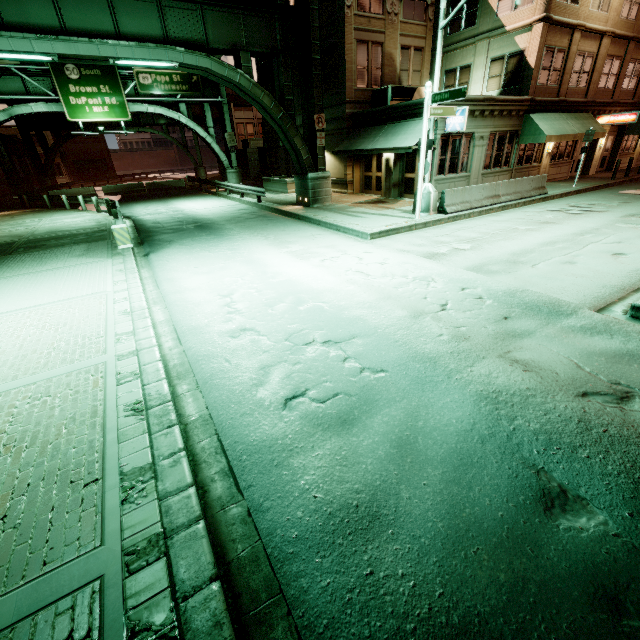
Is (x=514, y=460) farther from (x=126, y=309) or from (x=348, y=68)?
(x=348, y=68)

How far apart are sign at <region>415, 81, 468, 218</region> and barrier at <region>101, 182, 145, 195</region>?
32.8m

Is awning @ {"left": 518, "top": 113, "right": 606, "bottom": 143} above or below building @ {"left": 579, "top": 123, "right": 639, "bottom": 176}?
above

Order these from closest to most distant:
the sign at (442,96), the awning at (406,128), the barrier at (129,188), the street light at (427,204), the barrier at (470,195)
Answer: the sign at (442,96), the street light at (427,204), the barrier at (470,195), the awning at (406,128), the barrier at (129,188)

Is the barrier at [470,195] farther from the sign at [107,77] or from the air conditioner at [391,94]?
the sign at [107,77]

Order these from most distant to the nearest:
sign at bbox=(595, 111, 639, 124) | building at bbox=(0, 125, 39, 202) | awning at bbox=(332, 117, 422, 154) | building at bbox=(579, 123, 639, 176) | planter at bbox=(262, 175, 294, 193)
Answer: building at bbox=(0, 125, 39, 202), planter at bbox=(262, 175, 294, 193), building at bbox=(579, 123, 639, 176), sign at bbox=(595, 111, 639, 124), awning at bbox=(332, 117, 422, 154)

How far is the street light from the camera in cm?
1365

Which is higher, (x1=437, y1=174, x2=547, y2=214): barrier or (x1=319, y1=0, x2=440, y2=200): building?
(x1=319, y1=0, x2=440, y2=200): building
